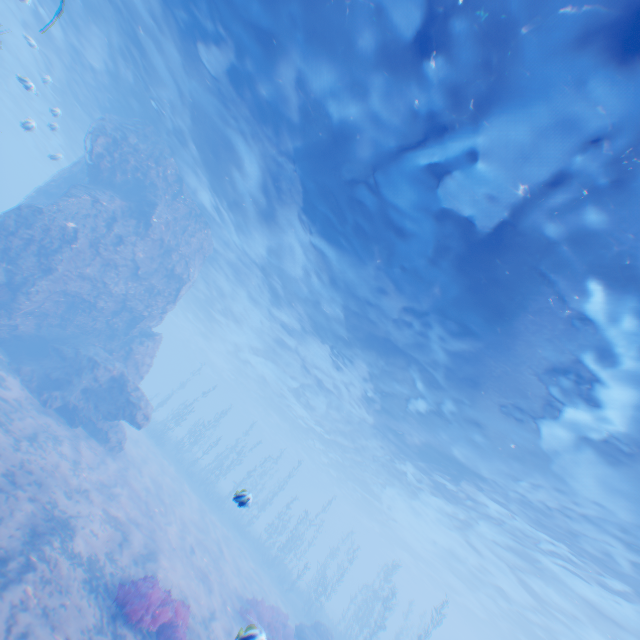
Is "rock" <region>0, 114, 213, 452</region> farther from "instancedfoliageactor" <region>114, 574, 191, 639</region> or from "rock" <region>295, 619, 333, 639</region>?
"rock" <region>295, 619, 333, 639</region>

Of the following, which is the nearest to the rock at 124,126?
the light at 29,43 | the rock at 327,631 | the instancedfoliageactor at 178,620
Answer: the light at 29,43

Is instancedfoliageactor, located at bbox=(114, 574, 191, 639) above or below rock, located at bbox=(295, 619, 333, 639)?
below

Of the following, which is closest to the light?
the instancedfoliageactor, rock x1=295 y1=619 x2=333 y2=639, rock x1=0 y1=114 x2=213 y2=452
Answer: rock x1=0 y1=114 x2=213 y2=452

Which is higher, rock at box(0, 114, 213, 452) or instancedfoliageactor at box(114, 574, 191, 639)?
rock at box(0, 114, 213, 452)

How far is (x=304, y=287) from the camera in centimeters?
1822cm

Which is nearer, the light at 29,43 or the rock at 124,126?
the light at 29,43

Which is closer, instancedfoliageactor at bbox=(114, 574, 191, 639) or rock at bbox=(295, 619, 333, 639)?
instancedfoliageactor at bbox=(114, 574, 191, 639)
